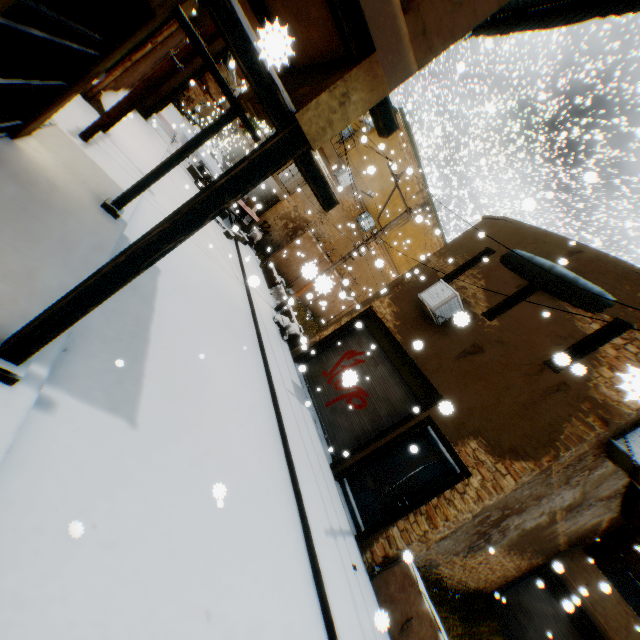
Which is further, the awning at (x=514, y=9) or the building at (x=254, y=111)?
the awning at (x=514, y=9)

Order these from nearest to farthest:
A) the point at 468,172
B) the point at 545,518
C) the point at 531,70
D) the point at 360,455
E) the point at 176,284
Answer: the point at 176,284 → the point at 360,455 → the point at 545,518 → the point at 468,172 → the point at 531,70

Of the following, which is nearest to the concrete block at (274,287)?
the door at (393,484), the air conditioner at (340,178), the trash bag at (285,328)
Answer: the trash bag at (285,328)

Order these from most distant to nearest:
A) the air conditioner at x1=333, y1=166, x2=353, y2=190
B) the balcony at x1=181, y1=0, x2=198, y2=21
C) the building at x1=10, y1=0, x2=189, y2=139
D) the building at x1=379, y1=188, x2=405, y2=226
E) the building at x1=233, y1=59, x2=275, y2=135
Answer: the building at x1=379, y1=188, x2=405, y2=226 → the air conditioner at x1=333, y1=166, x2=353, y2=190 → the balcony at x1=181, y1=0, x2=198, y2=21 → the building at x1=10, y1=0, x2=189, y2=139 → the building at x1=233, y1=59, x2=275, y2=135

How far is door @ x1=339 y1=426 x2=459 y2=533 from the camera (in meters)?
7.02

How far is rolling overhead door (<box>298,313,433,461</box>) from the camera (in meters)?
8.59

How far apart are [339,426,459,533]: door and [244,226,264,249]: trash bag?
12.2 meters

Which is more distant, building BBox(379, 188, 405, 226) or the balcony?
building BBox(379, 188, 405, 226)
